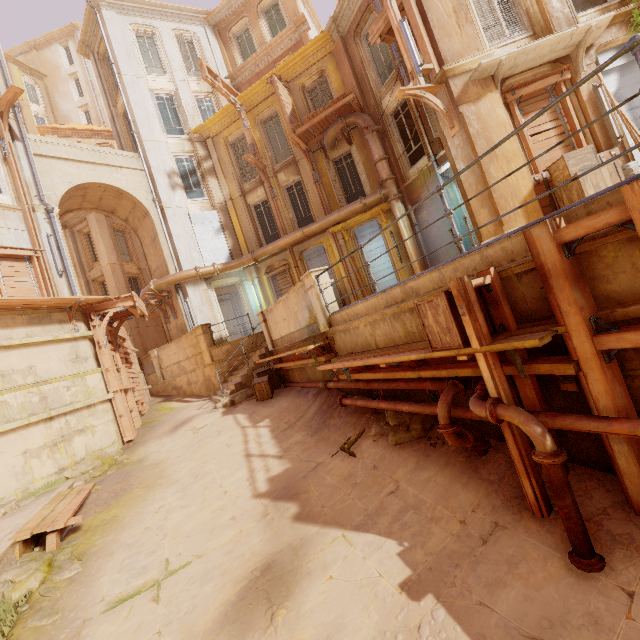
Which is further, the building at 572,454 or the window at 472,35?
the window at 472,35

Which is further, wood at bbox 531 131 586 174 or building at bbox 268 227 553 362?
wood at bbox 531 131 586 174

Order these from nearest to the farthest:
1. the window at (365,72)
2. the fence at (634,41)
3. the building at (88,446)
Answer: the fence at (634,41), the building at (88,446), the window at (365,72)

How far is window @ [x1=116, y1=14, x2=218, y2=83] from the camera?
17.9m

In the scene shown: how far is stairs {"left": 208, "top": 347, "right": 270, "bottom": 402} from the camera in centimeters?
1166cm

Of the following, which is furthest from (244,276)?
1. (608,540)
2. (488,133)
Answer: (608,540)

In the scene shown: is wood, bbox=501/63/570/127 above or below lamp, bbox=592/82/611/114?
above

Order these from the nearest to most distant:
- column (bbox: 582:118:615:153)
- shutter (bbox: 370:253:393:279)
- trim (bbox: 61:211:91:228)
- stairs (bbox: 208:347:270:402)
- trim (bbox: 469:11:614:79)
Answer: trim (bbox: 469:11:614:79) < column (bbox: 582:118:615:153) < stairs (bbox: 208:347:270:402) < shutter (bbox: 370:253:393:279) < trim (bbox: 61:211:91:228)
